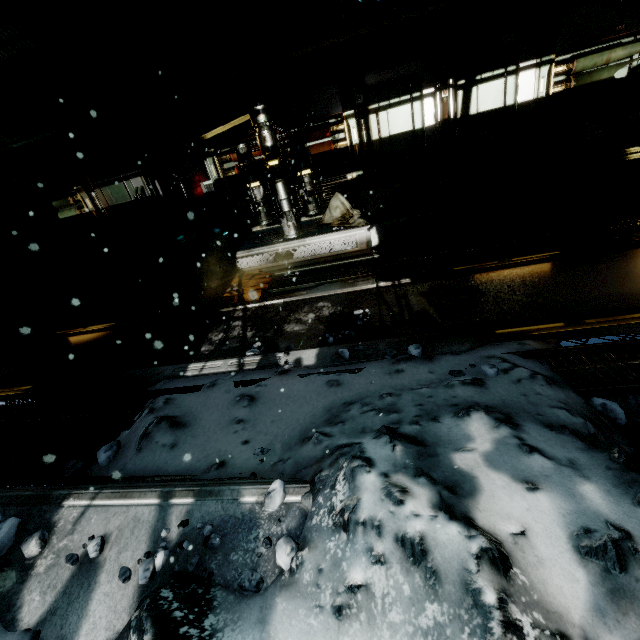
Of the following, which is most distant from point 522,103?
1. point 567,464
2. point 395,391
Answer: point 567,464

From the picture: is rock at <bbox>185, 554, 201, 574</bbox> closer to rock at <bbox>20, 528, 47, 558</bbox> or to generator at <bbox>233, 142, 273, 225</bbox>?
rock at <bbox>20, 528, 47, 558</bbox>

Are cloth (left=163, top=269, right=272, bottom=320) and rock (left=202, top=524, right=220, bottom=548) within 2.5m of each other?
no

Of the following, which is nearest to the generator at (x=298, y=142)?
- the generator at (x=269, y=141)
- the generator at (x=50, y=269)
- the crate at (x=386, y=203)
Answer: the generator at (x=269, y=141)

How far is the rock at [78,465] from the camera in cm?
277

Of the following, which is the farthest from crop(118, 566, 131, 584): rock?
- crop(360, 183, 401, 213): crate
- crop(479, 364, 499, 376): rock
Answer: crop(360, 183, 401, 213): crate

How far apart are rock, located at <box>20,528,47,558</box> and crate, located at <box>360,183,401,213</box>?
6.73m

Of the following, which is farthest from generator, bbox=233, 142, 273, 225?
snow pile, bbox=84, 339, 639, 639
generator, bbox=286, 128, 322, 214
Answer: snow pile, bbox=84, 339, 639, 639
